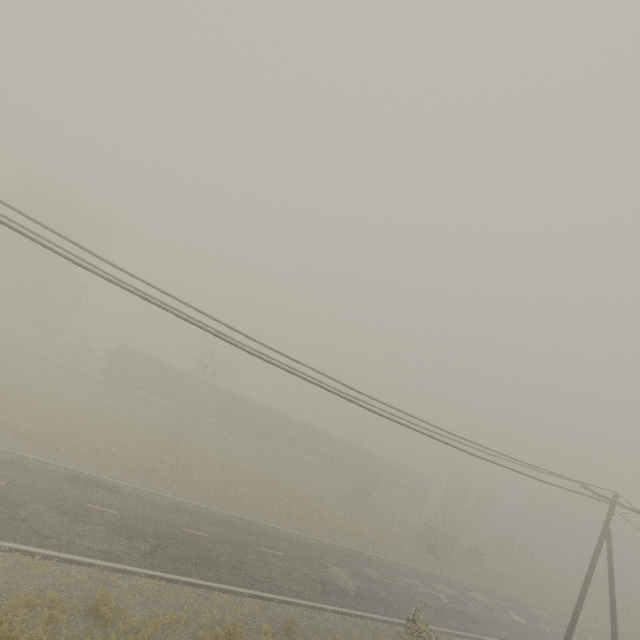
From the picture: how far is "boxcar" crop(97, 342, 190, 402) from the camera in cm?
3628

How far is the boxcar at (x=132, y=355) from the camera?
36.28m

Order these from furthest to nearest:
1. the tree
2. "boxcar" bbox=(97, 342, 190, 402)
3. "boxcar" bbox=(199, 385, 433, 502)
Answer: the tree < "boxcar" bbox=(199, 385, 433, 502) < "boxcar" bbox=(97, 342, 190, 402)

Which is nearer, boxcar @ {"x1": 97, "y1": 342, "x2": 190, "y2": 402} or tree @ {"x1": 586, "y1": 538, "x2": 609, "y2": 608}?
boxcar @ {"x1": 97, "y1": 342, "x2": 190, "y2": 402}

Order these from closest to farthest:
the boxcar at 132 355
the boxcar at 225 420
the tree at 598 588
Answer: the boxcar at 132 355
the boxcar at 225 420
the tree at 598 588

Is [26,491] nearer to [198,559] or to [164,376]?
[198,559]
